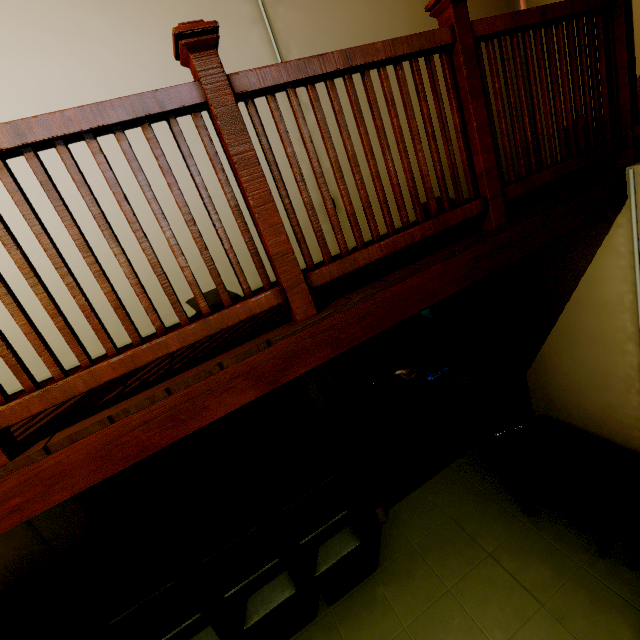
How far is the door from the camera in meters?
2.8

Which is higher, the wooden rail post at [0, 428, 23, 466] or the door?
the wooden rail post at [0, 428, 23, 466]

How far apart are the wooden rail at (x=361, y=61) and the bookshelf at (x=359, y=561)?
1.8 meters

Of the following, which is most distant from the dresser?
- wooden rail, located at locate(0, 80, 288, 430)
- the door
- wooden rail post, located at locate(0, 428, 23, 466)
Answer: wooden rail post, located at locate(0, 428, 23, 466)

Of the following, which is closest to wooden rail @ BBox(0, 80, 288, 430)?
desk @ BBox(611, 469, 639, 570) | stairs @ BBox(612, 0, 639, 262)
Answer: stairs @ BBox(612, 0, 639, 262)

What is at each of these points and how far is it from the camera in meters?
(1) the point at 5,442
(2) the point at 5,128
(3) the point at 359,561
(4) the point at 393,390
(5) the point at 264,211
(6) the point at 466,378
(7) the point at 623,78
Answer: (1) wooden rail post, 1.1
(2) wooden rail, 0.9
(3) bookshelf, 3.3
(4) car, 5.3
(5) wooden rail post, 1.2
(6) lamp, 3.5
(7) stairs, 1.9

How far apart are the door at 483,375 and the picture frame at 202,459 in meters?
2.4

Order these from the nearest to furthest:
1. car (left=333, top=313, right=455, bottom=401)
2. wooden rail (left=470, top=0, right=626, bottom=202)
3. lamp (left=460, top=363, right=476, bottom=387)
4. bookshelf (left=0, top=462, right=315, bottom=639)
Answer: wooden rail (left=470, top=0, right=626, bottom=202) < bookshelf (left=0, top=462, right=315, bottom=639) < lamp (left=460, top=363, right=476, bottom=387) < car (left=333, top=313, right=455, bottom=401)
